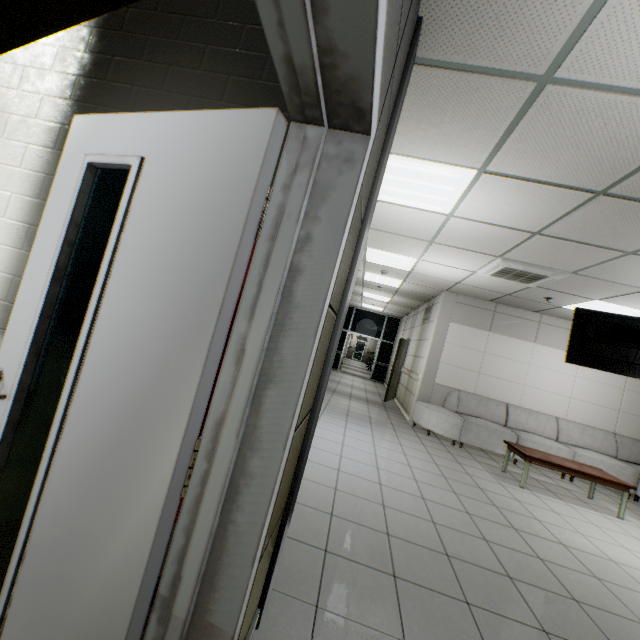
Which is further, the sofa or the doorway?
the doorway

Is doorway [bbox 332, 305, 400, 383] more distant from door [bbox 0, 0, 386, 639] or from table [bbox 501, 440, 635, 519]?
door [bbox 0, 0, 386, 639]

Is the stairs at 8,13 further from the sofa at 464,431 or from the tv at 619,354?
the sofa at 464,431

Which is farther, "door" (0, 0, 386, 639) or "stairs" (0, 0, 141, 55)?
"stairs" (0, 0, 141, 55)

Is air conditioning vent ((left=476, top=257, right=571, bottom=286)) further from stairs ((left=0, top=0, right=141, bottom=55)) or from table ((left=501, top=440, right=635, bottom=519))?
stairs ((left=0, top=0, right=141, bottom=55))

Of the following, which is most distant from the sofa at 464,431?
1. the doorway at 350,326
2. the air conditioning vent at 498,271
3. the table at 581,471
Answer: the doorway at 350,326

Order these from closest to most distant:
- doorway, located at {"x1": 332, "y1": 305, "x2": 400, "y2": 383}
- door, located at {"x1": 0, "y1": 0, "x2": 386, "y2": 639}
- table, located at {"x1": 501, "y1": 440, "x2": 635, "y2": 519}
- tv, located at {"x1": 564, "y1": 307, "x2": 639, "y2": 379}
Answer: door, located at {"x1": 0, "y1": 0, "x2": 386, "y2": 639} → tv, located at {"x1": 564, "y1": 307, "x2": 639, "y2": 379} → table, located at {"x1": 501, "y1": 440, "x2": 635, "y2": 519} → doorway, located at {"x1": 332, "y1": 305, "x2": 400, "y2": 383}

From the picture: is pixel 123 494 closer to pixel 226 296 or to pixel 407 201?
pixel 226 296
